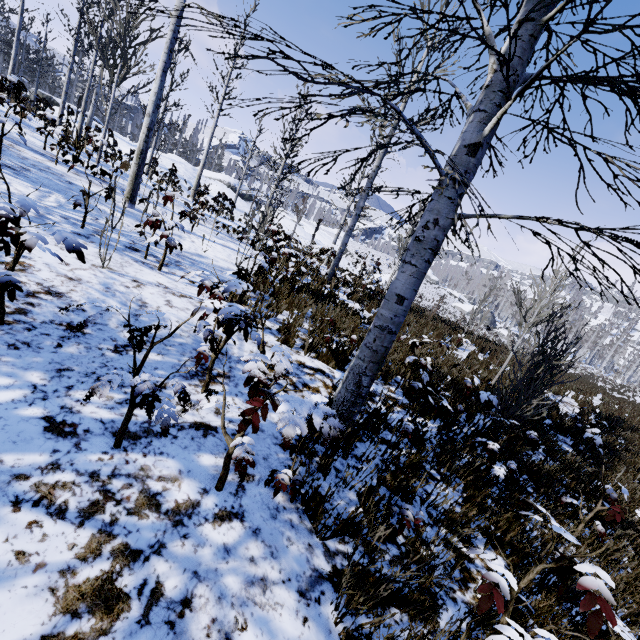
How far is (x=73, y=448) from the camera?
1.8m

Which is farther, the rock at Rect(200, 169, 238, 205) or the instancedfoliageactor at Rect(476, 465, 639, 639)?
the rock at Rect(200, 169, 238, 205)

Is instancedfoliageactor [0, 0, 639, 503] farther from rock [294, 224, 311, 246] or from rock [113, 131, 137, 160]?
rock [113, 131, 137, 160]

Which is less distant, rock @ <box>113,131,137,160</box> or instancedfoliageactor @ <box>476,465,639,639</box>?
instancedfoliageactor @ <box>476,465,639,639</box>

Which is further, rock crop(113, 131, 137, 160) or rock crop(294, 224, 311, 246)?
rock crop(294, 224, 311, 246)

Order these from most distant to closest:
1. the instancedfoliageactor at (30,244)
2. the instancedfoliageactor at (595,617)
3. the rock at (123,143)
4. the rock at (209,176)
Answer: the rock at (209,176) → the rock at (123,143) → the instancedfoliageactor at (30,244) → the instancedfoliageactor at (595,617)

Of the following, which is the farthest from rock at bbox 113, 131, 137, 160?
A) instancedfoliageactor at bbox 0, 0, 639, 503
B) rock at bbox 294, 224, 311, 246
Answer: instancedfoliageactor at bbox 0, 0, 639, 503

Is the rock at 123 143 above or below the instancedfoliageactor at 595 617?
above
